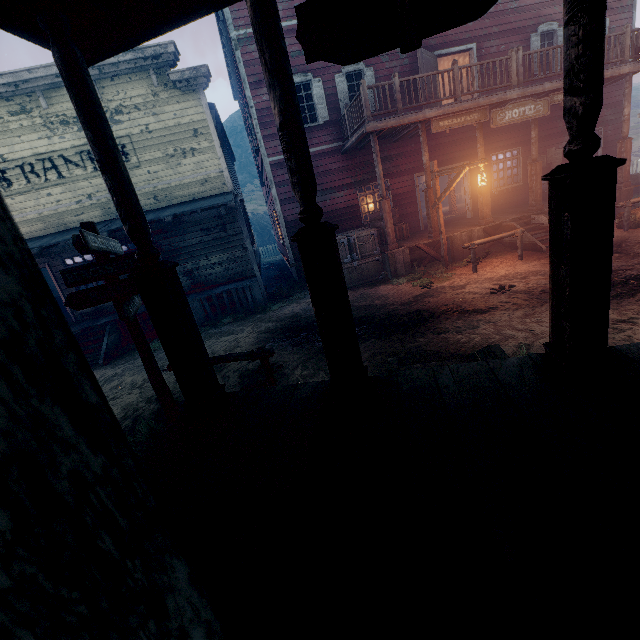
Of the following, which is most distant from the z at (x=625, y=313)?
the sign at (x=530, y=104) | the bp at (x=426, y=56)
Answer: the bp at (x=426, y=56)

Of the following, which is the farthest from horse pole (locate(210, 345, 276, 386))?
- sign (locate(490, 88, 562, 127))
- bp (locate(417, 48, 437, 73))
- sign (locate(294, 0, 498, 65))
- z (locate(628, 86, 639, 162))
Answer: bp (locate(417, 48, 437, 73))

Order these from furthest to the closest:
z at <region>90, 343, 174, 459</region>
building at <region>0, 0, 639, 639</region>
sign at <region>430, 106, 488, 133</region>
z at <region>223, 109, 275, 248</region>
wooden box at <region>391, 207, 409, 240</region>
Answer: z at <region>223, 109, 275, 248</region> < wooden box at <region>391, 207, 409, 240</region> < sign at <region>430, 106, 488, 133</region> < z at <region>90, 343, 174, 459</region> < building at <region>0, 0, 639, 639</region>

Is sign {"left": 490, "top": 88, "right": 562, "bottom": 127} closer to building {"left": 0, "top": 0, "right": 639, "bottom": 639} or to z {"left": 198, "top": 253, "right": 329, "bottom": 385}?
building {"left": 0, "top": 0, "right": 639, "bottom": 639}

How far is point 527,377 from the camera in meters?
2.8

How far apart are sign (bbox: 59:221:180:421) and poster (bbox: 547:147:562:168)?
15.8m

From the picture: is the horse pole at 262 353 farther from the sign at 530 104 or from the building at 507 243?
the sign at 530 104

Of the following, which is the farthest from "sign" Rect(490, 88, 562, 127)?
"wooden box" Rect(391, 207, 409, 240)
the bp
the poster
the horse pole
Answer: the horse pole
